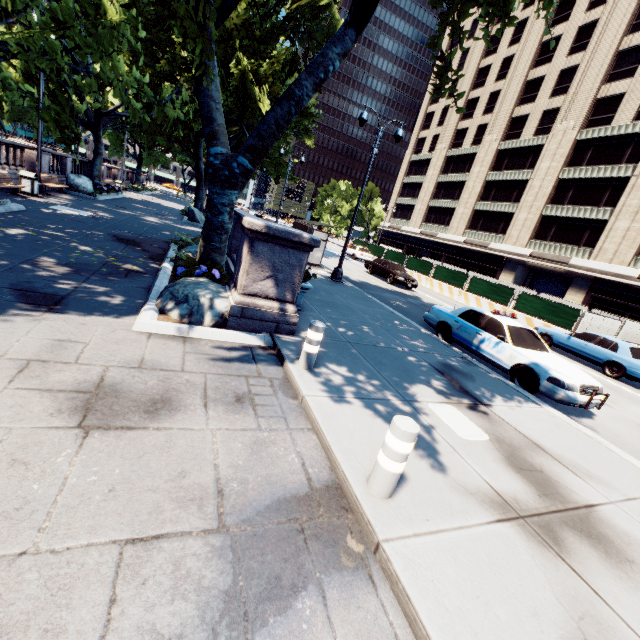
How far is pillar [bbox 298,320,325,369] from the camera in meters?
5.3

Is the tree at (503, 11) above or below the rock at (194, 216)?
above

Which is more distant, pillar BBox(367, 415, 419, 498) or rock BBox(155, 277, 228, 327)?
rock BBox(155, 277, 228, 327)

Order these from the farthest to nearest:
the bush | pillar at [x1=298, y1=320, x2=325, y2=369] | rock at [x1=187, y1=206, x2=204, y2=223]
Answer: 1. rock at [x1=187, y1=206, x2=204, y2=223]
2. the bush
3. pillar at [x1=298, y1=320, x2=325, y2=369]

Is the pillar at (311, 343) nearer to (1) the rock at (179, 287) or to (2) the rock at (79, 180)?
(1) the rock at (179, 287)

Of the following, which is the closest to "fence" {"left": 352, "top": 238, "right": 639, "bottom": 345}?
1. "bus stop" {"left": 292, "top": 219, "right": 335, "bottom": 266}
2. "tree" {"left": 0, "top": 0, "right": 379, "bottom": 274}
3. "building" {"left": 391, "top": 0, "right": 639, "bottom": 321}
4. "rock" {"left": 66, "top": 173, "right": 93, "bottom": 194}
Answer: "building" {"left": 391, "top": 0, "right": 639, "bottom": 321}

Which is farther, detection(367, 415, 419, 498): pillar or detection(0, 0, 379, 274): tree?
detection(0, 0, 379, 274): tree

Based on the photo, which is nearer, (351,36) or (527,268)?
(351,36)
